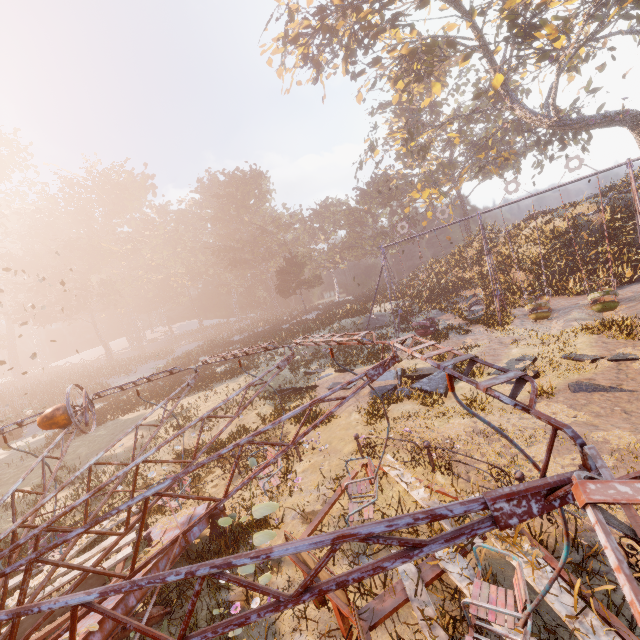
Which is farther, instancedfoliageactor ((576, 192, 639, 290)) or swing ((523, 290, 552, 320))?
instancedfoliageactor ((576, 192, 639, 290))

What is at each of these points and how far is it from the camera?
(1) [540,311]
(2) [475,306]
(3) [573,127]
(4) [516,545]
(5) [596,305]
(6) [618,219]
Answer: (1) swing, 15.7m
(2) swing, 21.0m
(3) tree, 22.4m
(4) instancedfoliageactor, 4.3m
(5) swing, 14.3m
(6) instancedfoliageactor, 19.4m

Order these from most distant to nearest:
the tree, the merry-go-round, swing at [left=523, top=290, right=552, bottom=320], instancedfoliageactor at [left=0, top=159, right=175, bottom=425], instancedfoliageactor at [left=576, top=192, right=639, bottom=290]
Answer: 1. instancedfoliageactor at [left=0, top=159, right=175, bottom=425]
2. the tree
3. instancedfoliageactor at [left=576, top=192, right=639, bottom=290]
4. swing at [left=523, top=290, right=552, bottom=320]
5. the merry-go-round

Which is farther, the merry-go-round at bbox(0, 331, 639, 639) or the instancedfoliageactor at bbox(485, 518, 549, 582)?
the instancedfoliageactor at bbox(485, 518, 549, 582)

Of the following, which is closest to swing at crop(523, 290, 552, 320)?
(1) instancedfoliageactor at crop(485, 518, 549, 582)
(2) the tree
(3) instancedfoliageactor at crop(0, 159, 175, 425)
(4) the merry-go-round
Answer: (2) the tree

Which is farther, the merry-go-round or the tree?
the tree

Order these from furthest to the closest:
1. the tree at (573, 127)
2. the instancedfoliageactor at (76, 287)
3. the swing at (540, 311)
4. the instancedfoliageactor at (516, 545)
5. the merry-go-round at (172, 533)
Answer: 1. the instancedfoliageactor at (76, 287)
2. the tree at (573, 127)
3. the swing at (540, 311)
4. the instancedfoliageactor at (516, 545)
5. the merry-go-round at (172, 533)

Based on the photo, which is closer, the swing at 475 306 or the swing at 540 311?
the swing at 540 311
